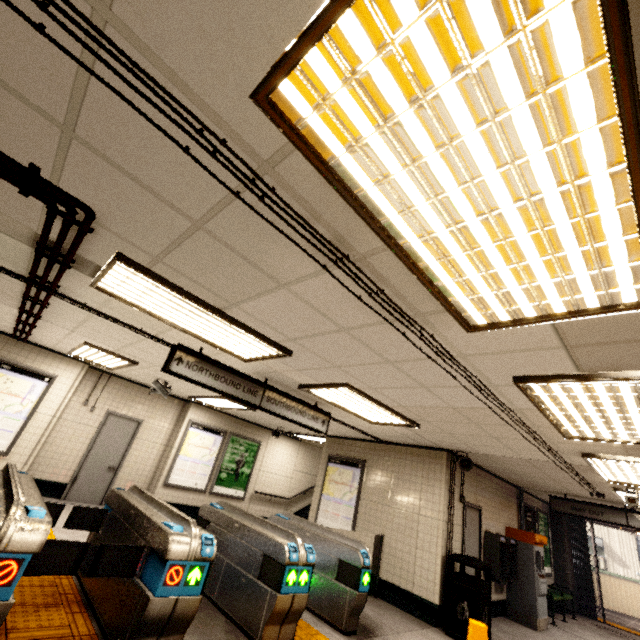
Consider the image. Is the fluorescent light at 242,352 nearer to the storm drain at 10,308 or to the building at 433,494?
the storm drain at 10,308

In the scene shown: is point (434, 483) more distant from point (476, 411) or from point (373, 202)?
point (373, 202)

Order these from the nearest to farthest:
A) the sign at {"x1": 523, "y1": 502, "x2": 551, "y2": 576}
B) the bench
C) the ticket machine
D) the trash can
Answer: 1. the trash can
2. the ticket machine
3. the bench
4. the sign at {"x1": 523, "y1": 502, "x2": 551, "y2": 576}

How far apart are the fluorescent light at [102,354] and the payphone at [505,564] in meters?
8.5 m

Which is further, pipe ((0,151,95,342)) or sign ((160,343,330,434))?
sign ((160,343,330,434))

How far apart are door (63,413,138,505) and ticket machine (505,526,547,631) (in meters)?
10.09

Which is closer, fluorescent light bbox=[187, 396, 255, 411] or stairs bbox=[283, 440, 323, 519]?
fluorescent light bbox=[187, 396, 255, 411]

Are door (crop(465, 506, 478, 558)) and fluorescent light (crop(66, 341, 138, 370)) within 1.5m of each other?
no
